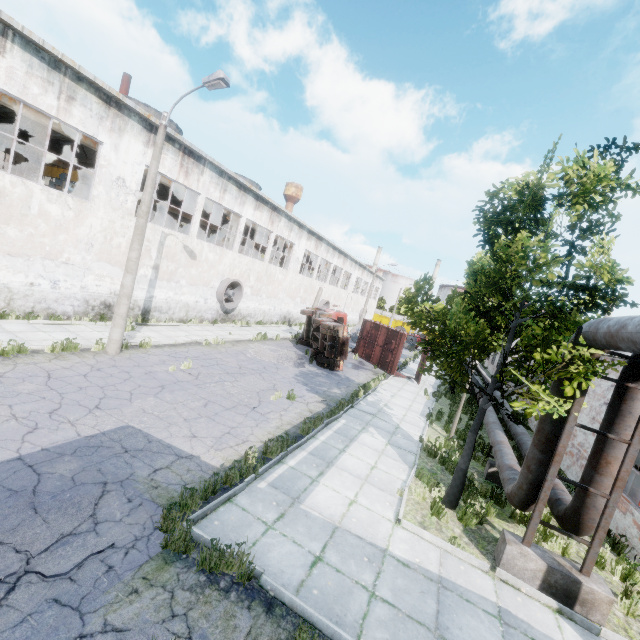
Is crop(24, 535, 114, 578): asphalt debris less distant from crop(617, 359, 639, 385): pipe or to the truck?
crop(617, 359, 639, 385): pipe

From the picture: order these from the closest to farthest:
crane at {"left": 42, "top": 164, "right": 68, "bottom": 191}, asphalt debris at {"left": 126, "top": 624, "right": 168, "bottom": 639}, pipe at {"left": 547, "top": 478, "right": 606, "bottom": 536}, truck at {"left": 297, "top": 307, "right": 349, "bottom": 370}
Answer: asphalt debris at {"left": 126, "top": 624, "right": 168, "bottom": 639}, pipe at {"left": 547, "top": 478, "right": 606, "bottom": 536}, truck at {"left": 297, "top": 307, "right": 349, "bottom": 370}, crane at {"left": 42, "top": 164, "right": 68, "bottom": 191}

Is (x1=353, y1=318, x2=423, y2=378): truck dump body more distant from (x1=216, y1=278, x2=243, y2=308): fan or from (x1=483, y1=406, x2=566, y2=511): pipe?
(x1=216, y1=278, x2=243, y2=308): fan

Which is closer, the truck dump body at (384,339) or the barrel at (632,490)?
the barrel at (632,490)

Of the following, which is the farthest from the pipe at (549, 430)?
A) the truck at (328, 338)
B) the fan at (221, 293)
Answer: the fan at (221, 293)

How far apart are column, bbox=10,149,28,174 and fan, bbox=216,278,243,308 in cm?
1579

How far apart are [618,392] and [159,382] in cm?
1221

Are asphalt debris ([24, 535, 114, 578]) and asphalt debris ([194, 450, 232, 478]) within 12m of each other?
yes
